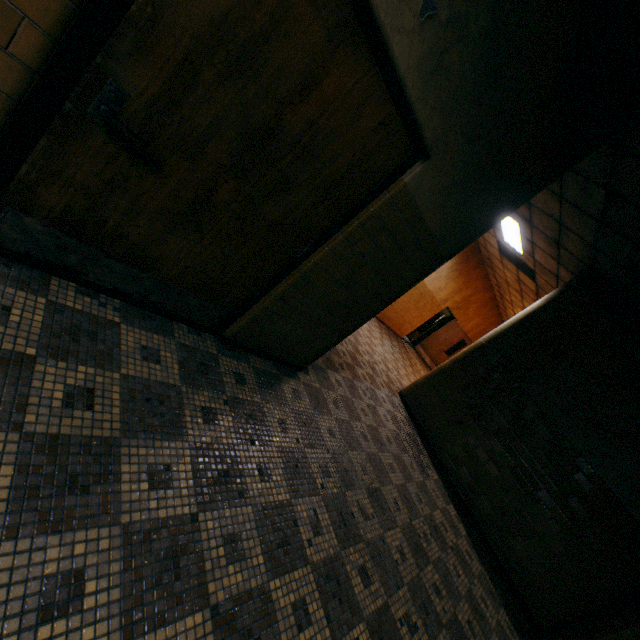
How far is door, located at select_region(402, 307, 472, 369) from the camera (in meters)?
13.71

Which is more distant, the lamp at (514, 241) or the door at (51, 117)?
the lamp at (514, 241)

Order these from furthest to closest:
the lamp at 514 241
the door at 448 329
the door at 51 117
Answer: the door at 448 329, the lamp at 514 241, the door at 51 117

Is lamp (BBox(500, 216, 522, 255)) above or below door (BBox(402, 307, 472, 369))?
above

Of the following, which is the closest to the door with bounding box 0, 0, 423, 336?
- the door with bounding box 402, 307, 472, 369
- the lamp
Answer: the lamp

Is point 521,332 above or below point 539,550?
above

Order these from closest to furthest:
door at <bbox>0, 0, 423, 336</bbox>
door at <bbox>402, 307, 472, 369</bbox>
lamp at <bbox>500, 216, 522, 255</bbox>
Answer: door at <bbox>0, 0, 423, 336</bbox> < lamp at <bbox>500, 216, 522, 255</bbox> < door at <bbox>402, 307, 472, 369</bbox>

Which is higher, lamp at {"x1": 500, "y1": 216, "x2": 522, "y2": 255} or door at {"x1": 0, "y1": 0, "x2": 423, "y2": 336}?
lamp at {"x1": 500, "y1": 216, "x2": 522, "y2": 255}
